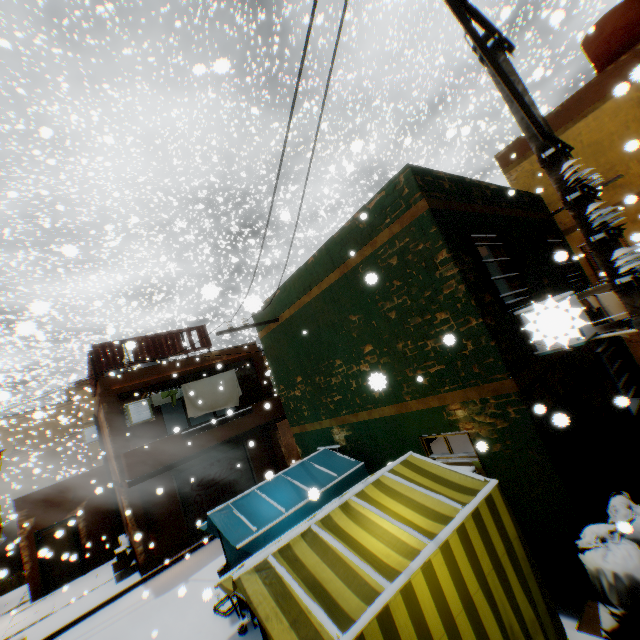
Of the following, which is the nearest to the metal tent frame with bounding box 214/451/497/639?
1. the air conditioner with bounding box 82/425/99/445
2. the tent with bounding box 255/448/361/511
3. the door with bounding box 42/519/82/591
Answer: the tent with bounding box 255/448/361/511

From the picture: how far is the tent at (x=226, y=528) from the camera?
5.6 meters

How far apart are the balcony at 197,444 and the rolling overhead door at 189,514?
0.02m

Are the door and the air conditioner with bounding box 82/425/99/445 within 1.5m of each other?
no

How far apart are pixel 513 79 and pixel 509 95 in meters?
0.9

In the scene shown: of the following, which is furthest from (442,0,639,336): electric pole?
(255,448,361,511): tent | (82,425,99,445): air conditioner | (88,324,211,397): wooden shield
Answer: (82,425,99,445): air conditioner

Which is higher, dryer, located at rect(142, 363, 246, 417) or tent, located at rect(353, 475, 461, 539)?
dryer, located at rect(142, 363, 246, 417)

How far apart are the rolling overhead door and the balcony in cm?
2
